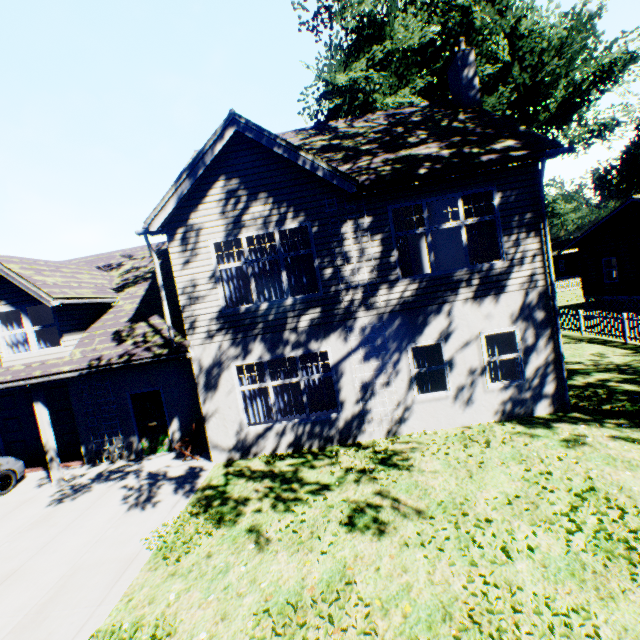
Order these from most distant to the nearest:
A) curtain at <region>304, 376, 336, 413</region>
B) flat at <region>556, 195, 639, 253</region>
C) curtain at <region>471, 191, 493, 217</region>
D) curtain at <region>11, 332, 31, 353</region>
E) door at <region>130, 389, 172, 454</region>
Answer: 1. flat at <region>556, 195, 639, 253</region>
2. door at <region>130, 389, 172, 454</region>
3. curtain at <region>11, 332, 31, 353</region>
4. curtain at <region>304, 376, 336, 413</region>
5. curtain at <region>471, 191, 493, 217</region>

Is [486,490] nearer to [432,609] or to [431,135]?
[432,609]

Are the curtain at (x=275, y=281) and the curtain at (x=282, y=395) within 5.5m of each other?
yes

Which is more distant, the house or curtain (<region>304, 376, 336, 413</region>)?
the house

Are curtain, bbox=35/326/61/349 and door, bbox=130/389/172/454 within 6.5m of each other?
yes

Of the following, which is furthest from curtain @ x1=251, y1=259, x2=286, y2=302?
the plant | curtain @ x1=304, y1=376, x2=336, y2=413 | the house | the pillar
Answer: the house

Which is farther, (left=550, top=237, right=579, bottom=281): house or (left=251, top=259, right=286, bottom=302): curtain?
(left=550, top=237, right=579, bottom=281): house

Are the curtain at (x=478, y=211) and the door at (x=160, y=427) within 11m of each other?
yes
